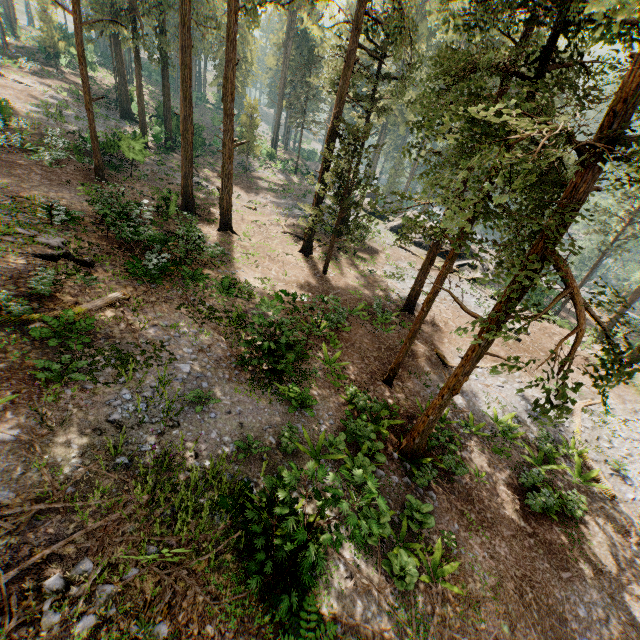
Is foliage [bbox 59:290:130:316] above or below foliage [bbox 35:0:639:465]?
below

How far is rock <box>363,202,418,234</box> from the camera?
35.2m

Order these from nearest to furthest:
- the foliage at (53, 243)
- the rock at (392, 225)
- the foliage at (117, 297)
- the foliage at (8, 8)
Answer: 1. the foliage at (117, 297)
2. the foliage at (53, 243)
3. the rock at (392, 225)
4. the foliage at (8, 8)

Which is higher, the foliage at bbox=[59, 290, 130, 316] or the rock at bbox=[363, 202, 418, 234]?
the foliage at bbox=[59, 290, 130, 316]

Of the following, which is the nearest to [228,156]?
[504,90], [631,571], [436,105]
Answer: [436,105]

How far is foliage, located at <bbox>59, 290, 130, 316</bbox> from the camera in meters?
10.3

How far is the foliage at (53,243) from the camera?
12.3m

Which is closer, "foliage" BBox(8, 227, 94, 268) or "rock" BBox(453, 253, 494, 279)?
"foliage" BBox(8, 227, 94, 268)
